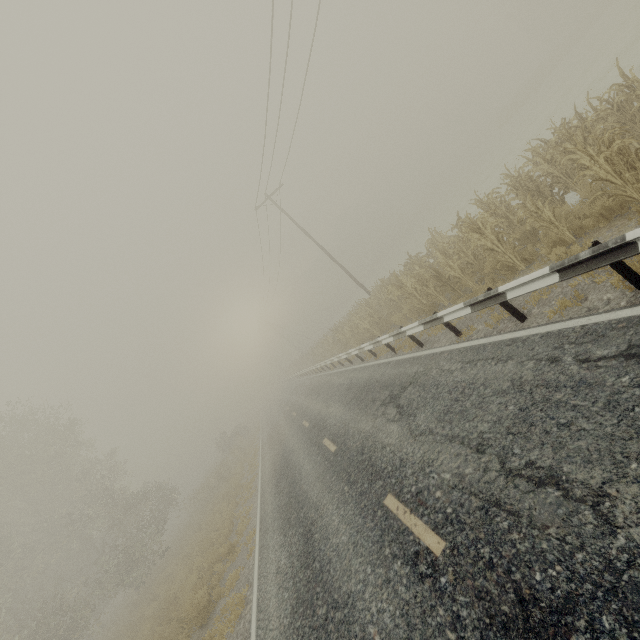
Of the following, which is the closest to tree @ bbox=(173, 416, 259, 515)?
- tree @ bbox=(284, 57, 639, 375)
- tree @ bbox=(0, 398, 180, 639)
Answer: tree @ bbox=(0, 398, 180, 639)

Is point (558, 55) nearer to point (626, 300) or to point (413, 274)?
point (413, 274)

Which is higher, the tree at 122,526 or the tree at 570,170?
the tree at 122,526

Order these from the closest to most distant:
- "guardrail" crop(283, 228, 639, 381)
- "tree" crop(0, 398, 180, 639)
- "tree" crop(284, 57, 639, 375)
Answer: "guardrail" crop(283, 228, 639, 381) < "tree" crop(284, 57, 639, 375) < "tree" crop(0, 398, 180, 639)

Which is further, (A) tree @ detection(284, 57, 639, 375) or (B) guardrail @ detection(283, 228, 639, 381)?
(A) tree @ detection(284, 57, 639, 375)

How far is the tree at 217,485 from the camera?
27.1m

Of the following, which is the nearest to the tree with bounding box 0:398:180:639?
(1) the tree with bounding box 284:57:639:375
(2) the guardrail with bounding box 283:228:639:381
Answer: (1) the tree with bounding box 284:57:639:375

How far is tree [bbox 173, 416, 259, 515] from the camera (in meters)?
27.10
